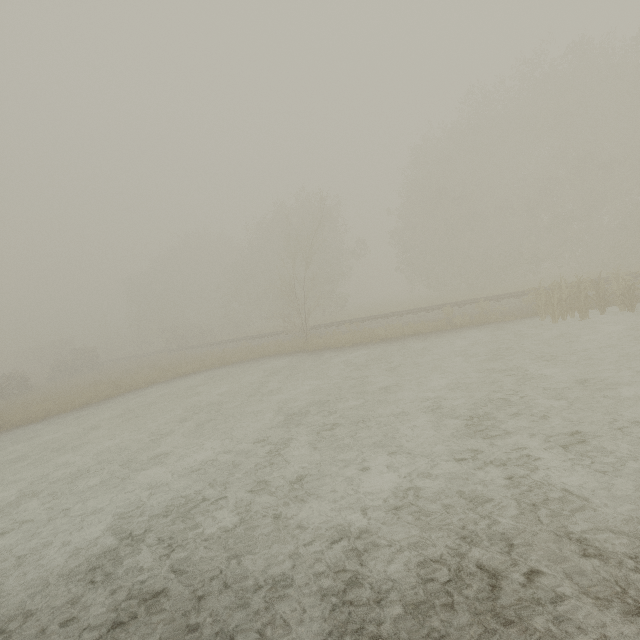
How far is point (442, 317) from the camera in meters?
19.3 m

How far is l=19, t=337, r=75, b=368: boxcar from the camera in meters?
52.5

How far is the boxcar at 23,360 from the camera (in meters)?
52.47
